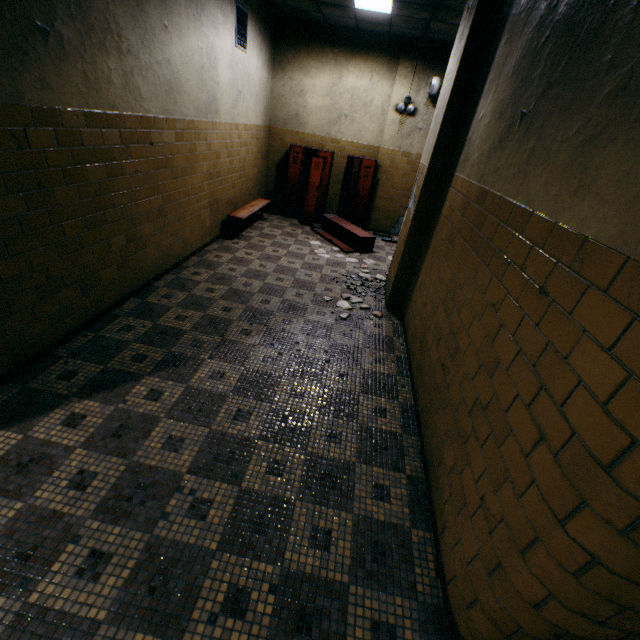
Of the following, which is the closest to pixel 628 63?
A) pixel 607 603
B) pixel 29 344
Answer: pixel 607 603

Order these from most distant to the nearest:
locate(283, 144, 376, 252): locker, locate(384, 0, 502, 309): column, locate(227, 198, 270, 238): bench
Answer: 1. locate(283, 144, 376, 252): locker
2. locate(227, 198, 270, 238): bench
3. locate(384, 0, 502, 309): column

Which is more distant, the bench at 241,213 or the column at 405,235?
the bench at 241,213

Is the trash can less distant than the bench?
No

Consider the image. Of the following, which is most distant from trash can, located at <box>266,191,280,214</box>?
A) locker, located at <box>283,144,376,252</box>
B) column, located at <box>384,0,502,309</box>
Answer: column, located at <box>384,0,502,309</box>

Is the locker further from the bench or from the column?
the column

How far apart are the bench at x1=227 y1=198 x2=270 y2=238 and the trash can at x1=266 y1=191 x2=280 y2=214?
0.4m

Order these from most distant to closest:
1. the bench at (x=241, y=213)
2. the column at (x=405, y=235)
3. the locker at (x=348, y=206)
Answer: the locker at (x=348, y=206)
the bench at (x=241, y=213)
the column at (x=405, y=235)
